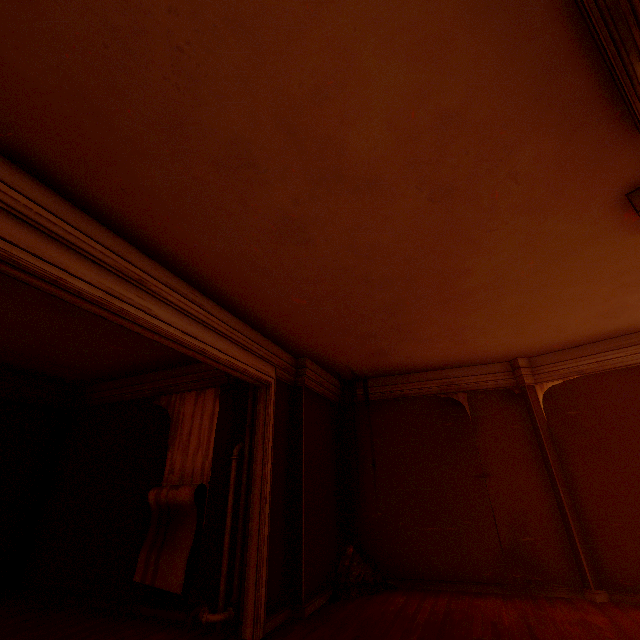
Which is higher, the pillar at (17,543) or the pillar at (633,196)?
the pillar at (633,196)

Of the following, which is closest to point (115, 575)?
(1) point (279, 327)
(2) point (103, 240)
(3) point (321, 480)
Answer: (3) point (321, 480)

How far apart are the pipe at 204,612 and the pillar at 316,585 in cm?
86

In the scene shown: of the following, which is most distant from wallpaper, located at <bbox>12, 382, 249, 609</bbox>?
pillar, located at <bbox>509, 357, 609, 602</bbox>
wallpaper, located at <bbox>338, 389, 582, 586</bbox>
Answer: pillar, located at <bbox>509, 357, 609, 602</bbox>

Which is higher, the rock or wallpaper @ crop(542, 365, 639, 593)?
wallpaper @ crop(542, 365, 639, 593)

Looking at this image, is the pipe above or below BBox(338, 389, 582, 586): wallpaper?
below

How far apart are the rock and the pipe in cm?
181

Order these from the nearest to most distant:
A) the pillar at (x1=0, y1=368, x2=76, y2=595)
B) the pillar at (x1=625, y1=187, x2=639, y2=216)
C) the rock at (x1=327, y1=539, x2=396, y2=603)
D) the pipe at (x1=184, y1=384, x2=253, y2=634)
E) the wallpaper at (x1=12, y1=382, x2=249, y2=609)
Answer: the pillar at (x1=625, y1=187, x2=639, y2=216) → the pipe at (x1=184, y1=384, x2=253, y2=634) → the wallpaper at (x1=12, y1=382, x2=249, y2=609) → the rock at (x1=327, y1=539, x2=396, y2=603) → the pillar at (x1=0, y1=368, x2=76, y2=595)
